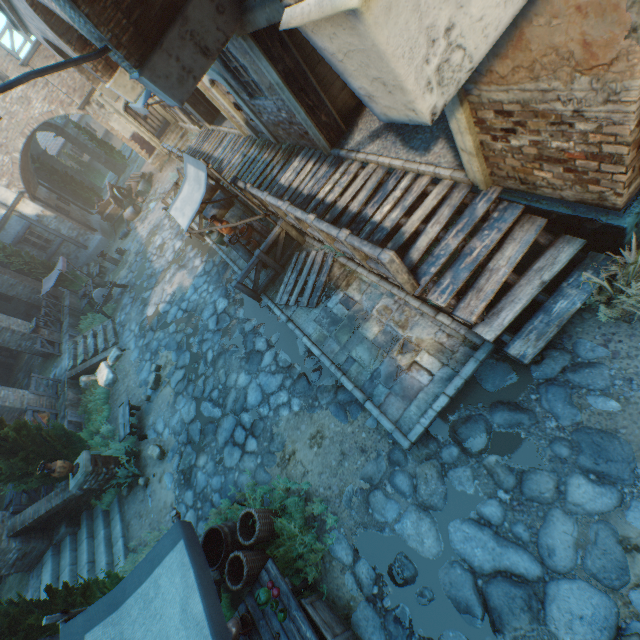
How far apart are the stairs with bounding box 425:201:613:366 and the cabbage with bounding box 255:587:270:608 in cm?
485

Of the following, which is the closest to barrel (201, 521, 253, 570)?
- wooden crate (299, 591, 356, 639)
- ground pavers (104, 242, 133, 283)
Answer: wooden crate (299, 591, 356, 639)

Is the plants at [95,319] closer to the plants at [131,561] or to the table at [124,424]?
the table at [124,424]

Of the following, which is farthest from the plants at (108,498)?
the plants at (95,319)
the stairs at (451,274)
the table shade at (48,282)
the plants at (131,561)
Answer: the table shade at (48,282)

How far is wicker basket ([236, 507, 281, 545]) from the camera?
5.27m

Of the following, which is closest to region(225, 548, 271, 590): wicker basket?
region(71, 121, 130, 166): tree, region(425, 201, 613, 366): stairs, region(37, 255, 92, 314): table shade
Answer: region(71, 121, 130, 166): tree

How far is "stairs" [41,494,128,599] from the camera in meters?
7.9

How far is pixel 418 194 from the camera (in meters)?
5.82
